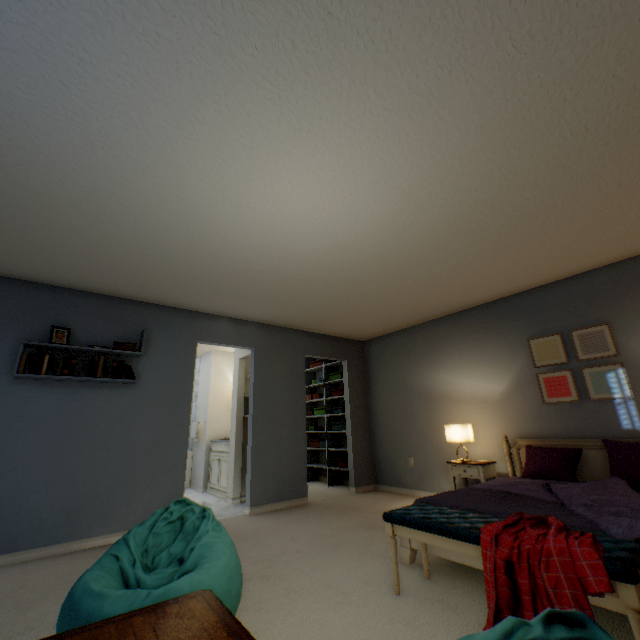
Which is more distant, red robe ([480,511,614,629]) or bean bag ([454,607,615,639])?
red robe ([480,511,614,629])

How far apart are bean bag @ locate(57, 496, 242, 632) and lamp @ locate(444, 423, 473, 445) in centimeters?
295cm

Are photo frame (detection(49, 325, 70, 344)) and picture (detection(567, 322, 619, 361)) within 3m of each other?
no

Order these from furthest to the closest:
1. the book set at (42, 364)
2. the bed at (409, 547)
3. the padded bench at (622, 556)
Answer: the book set at (42, 364) < the bed at (409, 547) < the padded bench at (622, 556)

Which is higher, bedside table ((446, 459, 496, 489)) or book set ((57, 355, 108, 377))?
book set ((57, 355, 108, 377))

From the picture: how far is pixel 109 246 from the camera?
2.7 meters

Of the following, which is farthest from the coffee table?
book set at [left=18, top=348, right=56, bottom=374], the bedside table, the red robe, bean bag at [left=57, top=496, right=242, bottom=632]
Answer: the bedside table

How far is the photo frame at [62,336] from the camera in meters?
3.1
